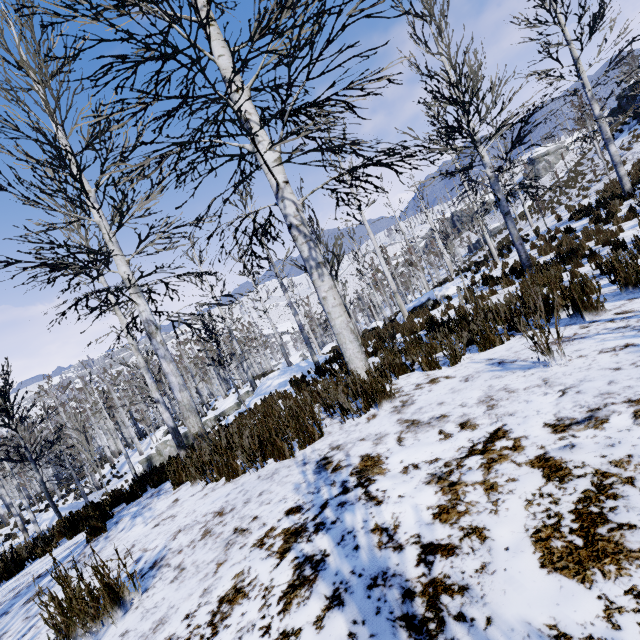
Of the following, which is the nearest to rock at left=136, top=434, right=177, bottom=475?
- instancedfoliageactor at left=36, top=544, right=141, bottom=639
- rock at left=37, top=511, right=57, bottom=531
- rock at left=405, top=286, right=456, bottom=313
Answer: rock at left=37, top=511, right=57, bottom=531

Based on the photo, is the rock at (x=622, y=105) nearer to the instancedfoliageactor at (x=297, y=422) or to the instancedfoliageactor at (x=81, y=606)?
the instancedfoliageactor at (x=297, y=422)

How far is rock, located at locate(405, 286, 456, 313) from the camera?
15.56m

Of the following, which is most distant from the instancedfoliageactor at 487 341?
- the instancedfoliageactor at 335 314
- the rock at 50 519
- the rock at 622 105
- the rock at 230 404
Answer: the rock at 50 519

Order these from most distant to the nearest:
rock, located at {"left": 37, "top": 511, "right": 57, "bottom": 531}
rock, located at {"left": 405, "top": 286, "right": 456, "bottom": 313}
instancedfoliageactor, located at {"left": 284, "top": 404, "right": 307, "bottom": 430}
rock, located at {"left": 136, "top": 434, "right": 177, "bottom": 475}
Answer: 1. rock, located at {"left": 136, "top": 434, "right": 177, "bottom": 475}
2. rock, located at {"left": 37, "top": 511, "right": 57, "bottom": 531}
3. rock, located at {"left": 405, "top": 286, "right": 456, "bottom": 313}
4. instancedfoliageactor, located at {"left": 284, "top": 404, "right": 307, "bottom": 430}

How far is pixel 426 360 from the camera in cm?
414

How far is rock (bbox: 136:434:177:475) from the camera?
24.6 meters

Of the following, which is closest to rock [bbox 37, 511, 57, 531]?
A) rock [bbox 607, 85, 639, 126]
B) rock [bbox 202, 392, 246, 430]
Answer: rock [bbox 202, 392, 246, 430]
